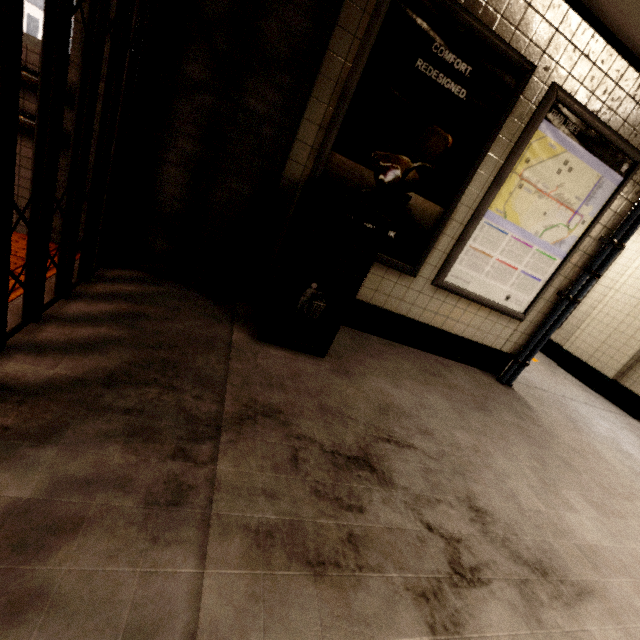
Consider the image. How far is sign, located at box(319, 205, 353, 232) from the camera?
2.6m

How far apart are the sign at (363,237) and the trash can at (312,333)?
0.1m

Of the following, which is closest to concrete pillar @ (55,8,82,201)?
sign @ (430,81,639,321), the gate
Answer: the gate

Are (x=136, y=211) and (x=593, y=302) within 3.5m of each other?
no

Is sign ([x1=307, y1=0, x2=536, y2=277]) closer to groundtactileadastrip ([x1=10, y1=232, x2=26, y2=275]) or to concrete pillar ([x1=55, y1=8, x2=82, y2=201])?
concrete pillar ([x1=55, y1=8, x2=82, y2=201])

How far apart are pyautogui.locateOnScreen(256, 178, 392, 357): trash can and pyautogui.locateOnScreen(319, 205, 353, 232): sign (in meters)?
0.10

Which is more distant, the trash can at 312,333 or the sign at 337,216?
the sign at 337,216
